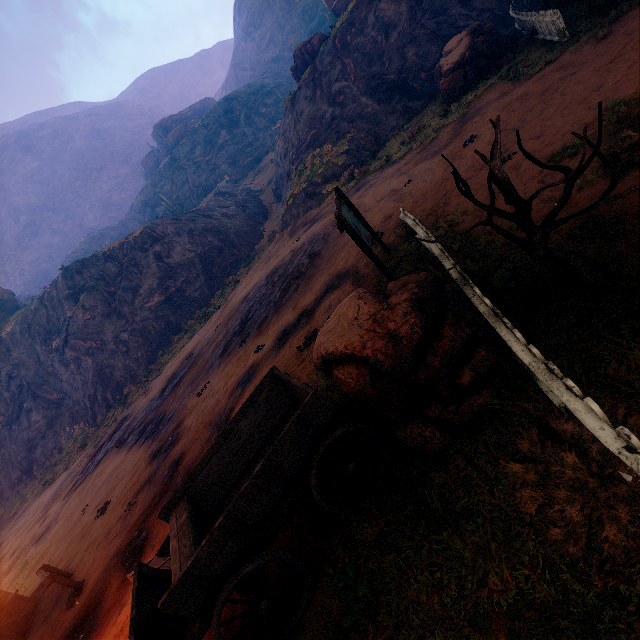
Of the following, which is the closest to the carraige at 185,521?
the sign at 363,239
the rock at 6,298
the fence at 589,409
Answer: the fence at 589,409

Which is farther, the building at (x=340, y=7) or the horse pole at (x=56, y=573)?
the building at (x=340, y=7)

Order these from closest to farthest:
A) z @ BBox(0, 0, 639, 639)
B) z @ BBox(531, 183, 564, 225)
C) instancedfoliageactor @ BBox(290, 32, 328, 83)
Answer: z @ BBox(0, 0, 639, 639), z @ BBox(531, 183, 564, 225), instancedfoliageactor @ BBox(290, 32, 328, 83)

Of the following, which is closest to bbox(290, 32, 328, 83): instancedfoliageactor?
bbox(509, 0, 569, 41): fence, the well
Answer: bbox(509, 0, 569, 41): fence

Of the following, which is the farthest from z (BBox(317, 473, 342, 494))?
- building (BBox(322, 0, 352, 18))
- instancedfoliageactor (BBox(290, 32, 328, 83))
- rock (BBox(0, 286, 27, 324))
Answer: rock (BBox(0, 286, 27, 324))

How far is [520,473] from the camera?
3.0m

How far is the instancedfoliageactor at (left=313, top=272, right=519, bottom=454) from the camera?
3.8m

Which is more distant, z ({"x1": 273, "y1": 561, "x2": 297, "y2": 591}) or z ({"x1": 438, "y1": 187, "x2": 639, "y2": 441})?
z ({"x1": 273, "y1": 561, "x2": 297, "y2": 591})
